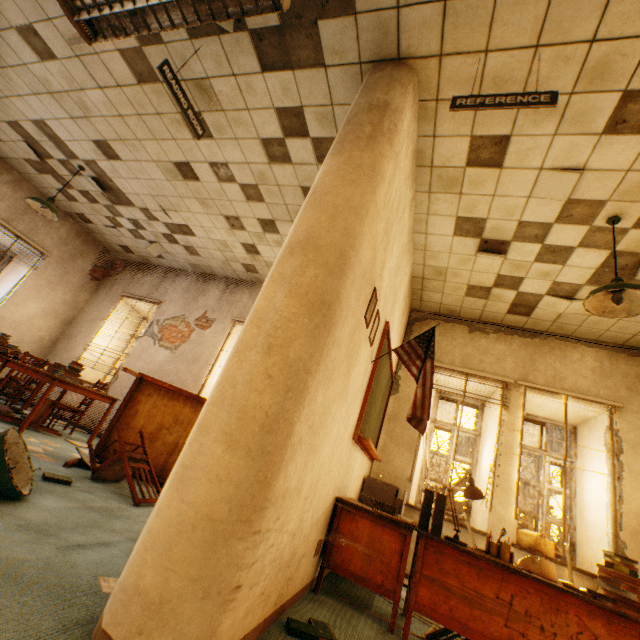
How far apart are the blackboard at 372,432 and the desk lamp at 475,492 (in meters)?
0.92

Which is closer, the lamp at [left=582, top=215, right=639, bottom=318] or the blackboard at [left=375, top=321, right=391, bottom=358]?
the lamp at [left=582, top=215, right=639, bottom=318]

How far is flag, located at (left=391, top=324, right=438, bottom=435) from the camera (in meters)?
2.83

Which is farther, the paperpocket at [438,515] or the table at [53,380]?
the table at [53,380]

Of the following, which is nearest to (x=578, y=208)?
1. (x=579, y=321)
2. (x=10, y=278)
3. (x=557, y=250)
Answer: (x=557, y=250)

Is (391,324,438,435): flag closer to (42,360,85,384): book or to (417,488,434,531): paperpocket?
(417,488,434,531): paperpocket

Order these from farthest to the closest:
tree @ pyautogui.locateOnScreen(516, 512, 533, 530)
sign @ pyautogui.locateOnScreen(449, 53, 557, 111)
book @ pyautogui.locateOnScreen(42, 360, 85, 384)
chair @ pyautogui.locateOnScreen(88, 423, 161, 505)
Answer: tree @ pyautogui.locateOnScreen(516, 512, 533, 530) → book @ pyautogui.locateOnScreen(42, 360, 85, 384) → chair @ pyautogui.locateOnScreen(88, 423, 161, 505) → sign @ pyautogui.locateOnScreen(449, 53, 557, 111)

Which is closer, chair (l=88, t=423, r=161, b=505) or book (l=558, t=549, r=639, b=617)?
book (l=558, t=549, r=639, b=617)
